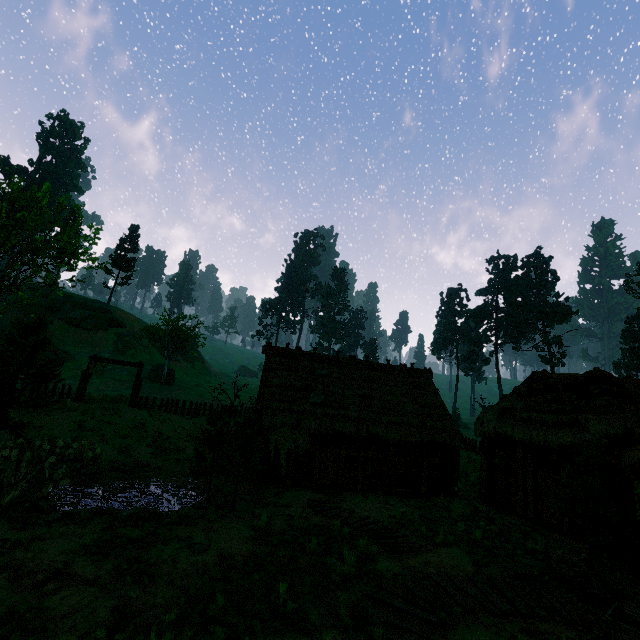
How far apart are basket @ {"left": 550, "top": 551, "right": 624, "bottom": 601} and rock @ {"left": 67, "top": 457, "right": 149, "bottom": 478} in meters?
17.7 m

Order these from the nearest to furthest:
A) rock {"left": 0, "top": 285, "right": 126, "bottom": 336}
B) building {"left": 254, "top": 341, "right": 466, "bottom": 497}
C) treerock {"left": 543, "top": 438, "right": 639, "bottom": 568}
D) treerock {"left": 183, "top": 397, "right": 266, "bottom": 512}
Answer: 1. treerock {"left": 543, "top": 438, "right": 639, "bottom": 568}
2. treerock {"left": 183, "top": 397, "right": 266, "bottom": 512}
3. building {"left": 254, "top": 341, "right": 466, "bottom": 497}
4. rock {"left": 0, "top": 285, "right": 126, "bottom": 336}

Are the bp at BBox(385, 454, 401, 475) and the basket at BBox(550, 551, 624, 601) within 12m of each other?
yes

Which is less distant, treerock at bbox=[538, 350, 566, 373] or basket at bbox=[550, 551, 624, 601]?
basket at bbox=[550, 551, 624, 601]

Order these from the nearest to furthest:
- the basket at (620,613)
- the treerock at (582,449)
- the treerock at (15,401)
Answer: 1. the basket at (620,613)
2. the treerock at (582,449)
3. the treerock at (15,401)

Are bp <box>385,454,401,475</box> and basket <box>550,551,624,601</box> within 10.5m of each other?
yes

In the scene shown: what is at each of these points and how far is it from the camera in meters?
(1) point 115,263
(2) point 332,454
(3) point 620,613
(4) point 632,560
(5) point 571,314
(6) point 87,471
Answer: (1) treerock, 58.4 m
(2) building, 18.1 m
(3) basket, 6.0 m
(4) building, 9.6 m
(5) treerock, 57.7 m
(6) rock, 15.1 m

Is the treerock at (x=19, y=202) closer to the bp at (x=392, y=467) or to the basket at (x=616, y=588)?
the basket at (x=616, y=588)
